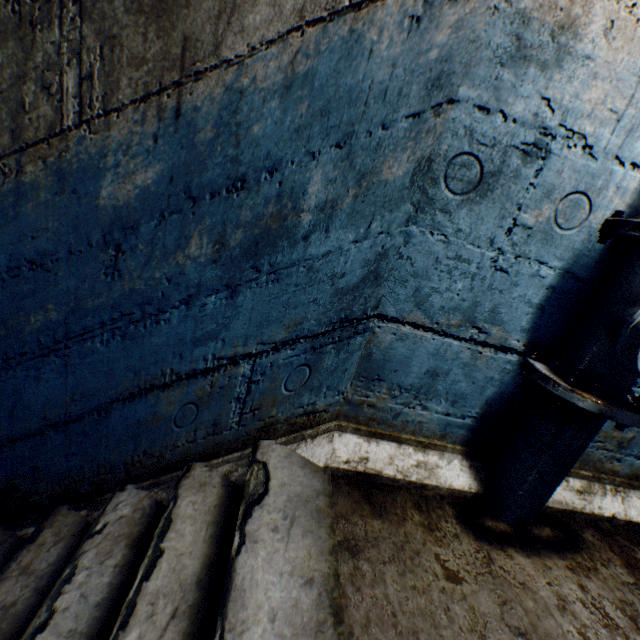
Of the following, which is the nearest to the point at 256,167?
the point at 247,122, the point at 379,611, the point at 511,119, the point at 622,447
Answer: the point at 247,122
